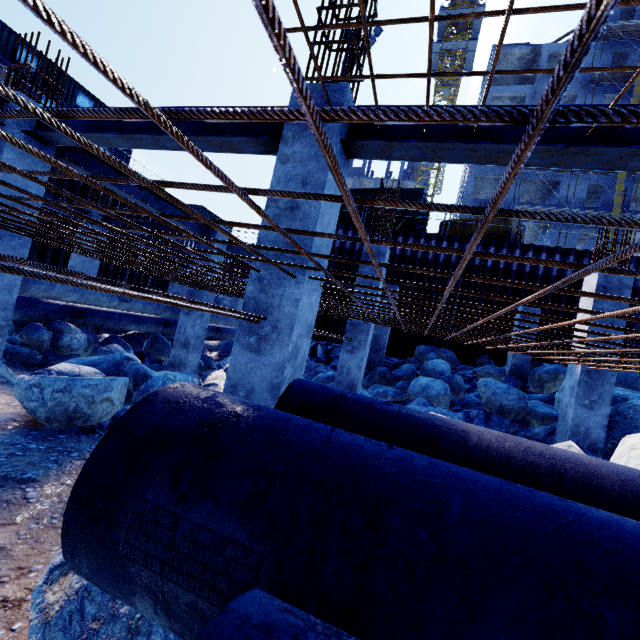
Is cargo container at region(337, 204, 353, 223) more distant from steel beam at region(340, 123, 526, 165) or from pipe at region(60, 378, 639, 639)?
pipe at region(60, 378, 639, 639)

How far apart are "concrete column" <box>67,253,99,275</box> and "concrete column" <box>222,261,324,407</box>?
10.33m

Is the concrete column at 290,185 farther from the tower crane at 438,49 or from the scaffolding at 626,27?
the tower crane at 438,49

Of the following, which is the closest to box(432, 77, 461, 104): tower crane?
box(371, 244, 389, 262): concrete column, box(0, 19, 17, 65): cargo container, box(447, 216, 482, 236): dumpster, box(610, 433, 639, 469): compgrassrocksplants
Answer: box(447, 216, 482, 236): dumpster

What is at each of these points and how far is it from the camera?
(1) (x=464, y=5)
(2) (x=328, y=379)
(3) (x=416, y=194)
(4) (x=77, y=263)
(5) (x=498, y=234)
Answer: (1) tower crane, 42.81m
(2) compgrassrocksplants, 9.61m
(3) cargo container, 16.38m
(4) concrete column, 10.91m
(5) dumpster, 15.18m

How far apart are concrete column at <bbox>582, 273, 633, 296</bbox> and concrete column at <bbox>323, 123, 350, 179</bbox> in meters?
6.2

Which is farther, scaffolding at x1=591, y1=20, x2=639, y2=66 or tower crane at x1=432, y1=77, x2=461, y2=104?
tower crane at x1=432, y1=77, x2=461, y2=104

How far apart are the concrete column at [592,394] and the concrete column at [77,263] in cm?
1435
